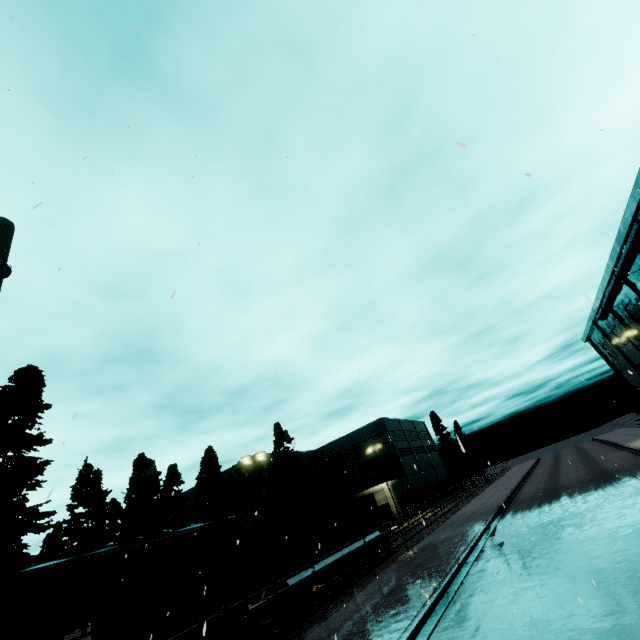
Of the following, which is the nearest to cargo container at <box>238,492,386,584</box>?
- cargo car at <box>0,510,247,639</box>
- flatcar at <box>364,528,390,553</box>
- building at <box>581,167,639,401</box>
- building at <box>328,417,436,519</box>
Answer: flatcar at <box>364,528,390,553</box>

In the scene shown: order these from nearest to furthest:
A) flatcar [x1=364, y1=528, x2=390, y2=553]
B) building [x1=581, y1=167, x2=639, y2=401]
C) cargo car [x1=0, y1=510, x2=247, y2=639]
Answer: cargo car [x1=0, y1=510, x2=247, y2=639] < flatcar [x1=364, y1=528, x2=390, y2=553] < building [x1=581, y1=167, x2=639, y2=401]

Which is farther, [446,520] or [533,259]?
[446,520]

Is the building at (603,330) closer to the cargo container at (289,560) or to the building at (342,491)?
the cargo container at (289,560)

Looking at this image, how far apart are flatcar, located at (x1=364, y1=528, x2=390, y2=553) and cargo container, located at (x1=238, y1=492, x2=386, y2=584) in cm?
2

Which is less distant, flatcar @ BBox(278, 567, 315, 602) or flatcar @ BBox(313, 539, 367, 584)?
flatcar @ BBox(278, 567, 315, 602)

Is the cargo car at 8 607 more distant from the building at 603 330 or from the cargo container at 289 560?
the building at 603 330

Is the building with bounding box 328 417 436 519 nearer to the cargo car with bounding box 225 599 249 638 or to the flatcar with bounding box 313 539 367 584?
the flatcar with bounding box 313 539 367 584
